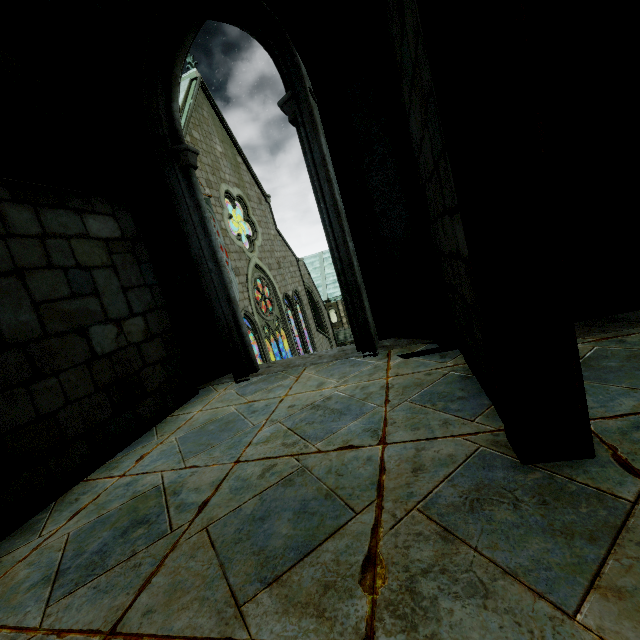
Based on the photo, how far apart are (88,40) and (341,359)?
5.18m
